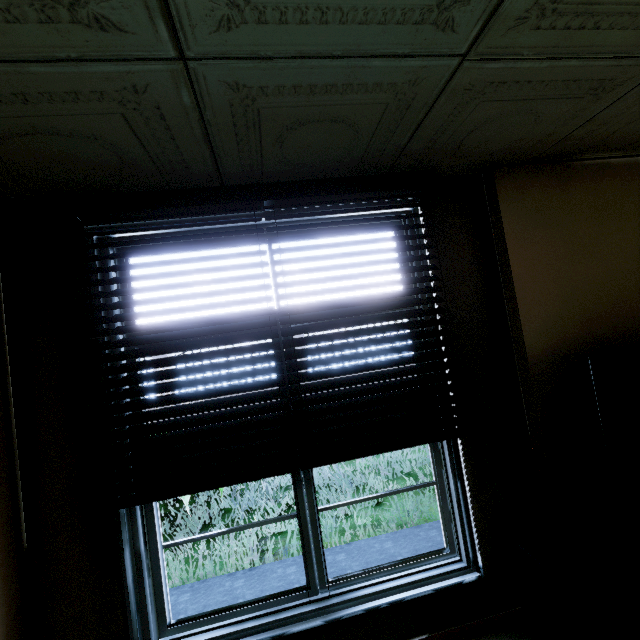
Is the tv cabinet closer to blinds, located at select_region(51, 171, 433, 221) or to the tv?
the tv

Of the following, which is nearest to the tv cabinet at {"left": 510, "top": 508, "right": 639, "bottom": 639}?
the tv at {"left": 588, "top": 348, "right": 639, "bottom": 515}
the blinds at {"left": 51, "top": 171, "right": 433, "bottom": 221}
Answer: the tv at {"left": 588, "top": 348, "right": 639, "bottom": 515}

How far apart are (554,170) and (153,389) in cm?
289

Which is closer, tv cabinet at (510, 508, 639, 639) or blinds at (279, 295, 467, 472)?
tv cabinet at (510, 508, 639, 639)

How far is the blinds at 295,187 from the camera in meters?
1.7

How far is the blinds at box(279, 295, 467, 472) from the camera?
1.9 meters
